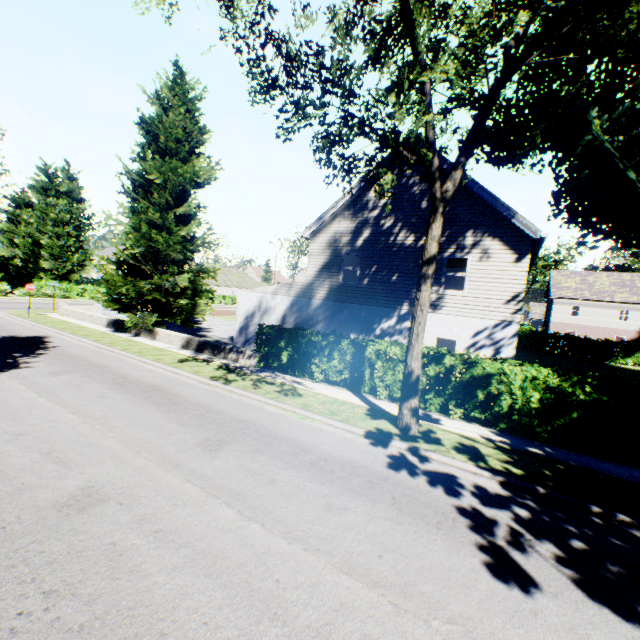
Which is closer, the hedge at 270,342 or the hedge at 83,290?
the hedge at 270,342

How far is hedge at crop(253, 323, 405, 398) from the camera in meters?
12.1 m

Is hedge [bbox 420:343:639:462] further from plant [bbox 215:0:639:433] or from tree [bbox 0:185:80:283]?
plant [bbox 215:0:639:433]

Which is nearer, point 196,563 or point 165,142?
point 196,563

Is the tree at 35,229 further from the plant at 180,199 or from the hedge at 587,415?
the plant at 180,199

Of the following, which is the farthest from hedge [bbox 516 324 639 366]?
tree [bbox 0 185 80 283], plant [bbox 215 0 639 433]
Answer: plant [bbox 215 0 639 433]
